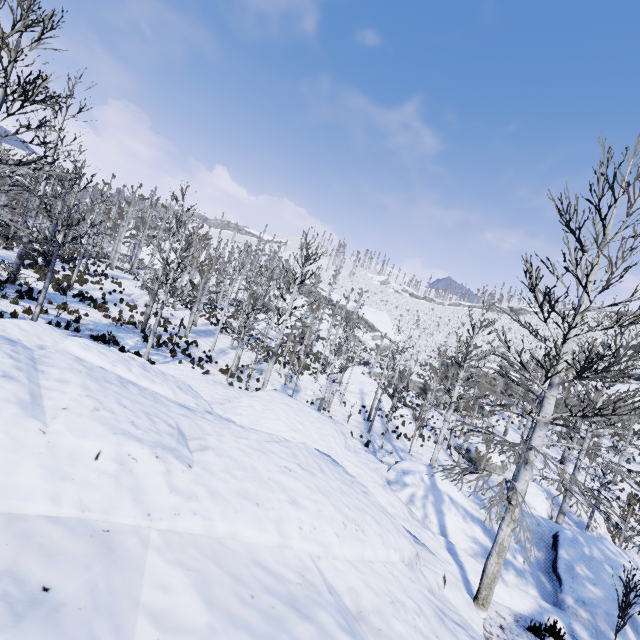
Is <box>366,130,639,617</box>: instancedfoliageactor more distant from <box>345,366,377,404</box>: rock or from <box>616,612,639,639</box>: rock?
<box>345,366,377,404</box>: rock

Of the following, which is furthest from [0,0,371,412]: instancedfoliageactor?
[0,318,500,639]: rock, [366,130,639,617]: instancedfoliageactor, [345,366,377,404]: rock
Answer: [366,130,639,617]: instancedfoliageactor

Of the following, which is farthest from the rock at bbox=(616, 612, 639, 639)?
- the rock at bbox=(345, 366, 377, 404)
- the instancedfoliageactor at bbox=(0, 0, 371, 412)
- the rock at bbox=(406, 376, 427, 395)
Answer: the rock at bbox=(406, 376, 427, 395)

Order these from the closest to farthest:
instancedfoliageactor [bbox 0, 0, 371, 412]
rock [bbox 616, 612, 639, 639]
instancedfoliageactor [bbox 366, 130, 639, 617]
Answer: instancedfoliageactor [bbox 366, 130, 639, 617] < rock [bbox 616, 612, 639, 639] < instancedfoliageactor [bbox 0, 0, 371, 412]

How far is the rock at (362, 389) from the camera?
31.0m

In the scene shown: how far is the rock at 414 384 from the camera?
46.75m

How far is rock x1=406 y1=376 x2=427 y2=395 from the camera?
46.8m

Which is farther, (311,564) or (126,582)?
(311,564)
